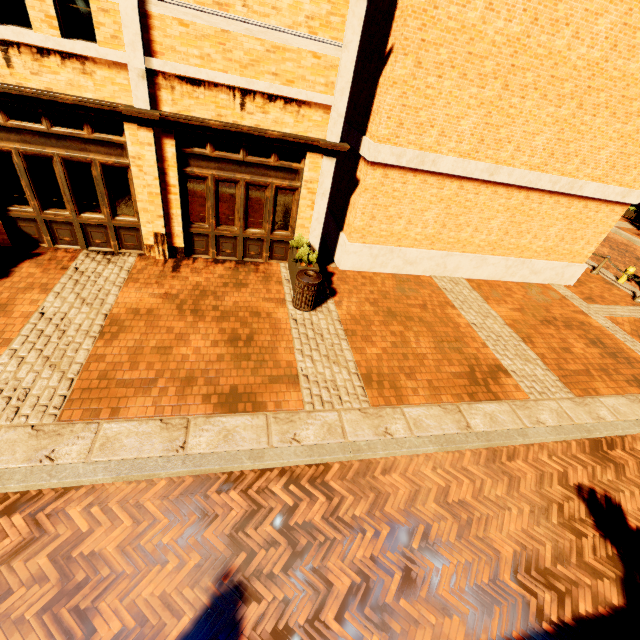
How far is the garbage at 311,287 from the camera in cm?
732

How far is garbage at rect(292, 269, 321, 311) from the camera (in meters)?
7.32

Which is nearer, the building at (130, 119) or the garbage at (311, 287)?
the building at (130, 119)

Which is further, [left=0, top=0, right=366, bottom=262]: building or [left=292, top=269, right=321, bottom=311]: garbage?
[left=292, top=269, right=321, bottom=311]: garbage

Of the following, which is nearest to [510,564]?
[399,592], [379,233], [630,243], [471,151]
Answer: [399,592]
